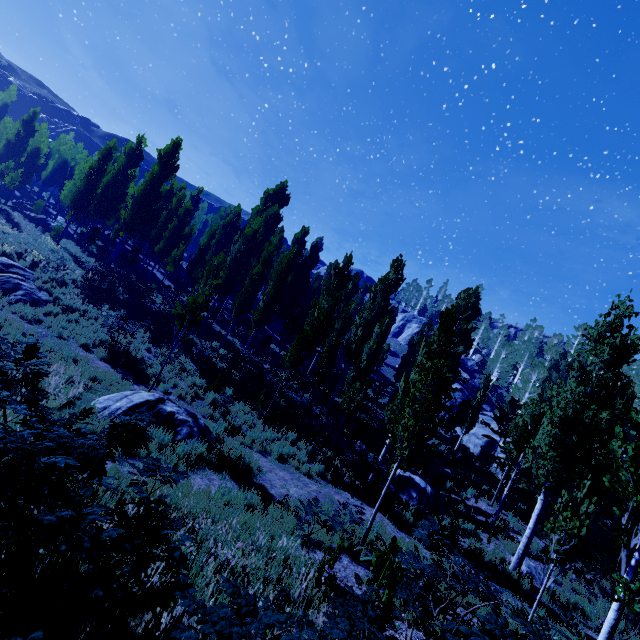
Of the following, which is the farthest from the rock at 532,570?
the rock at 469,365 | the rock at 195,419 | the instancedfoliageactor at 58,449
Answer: the rock at 469,365

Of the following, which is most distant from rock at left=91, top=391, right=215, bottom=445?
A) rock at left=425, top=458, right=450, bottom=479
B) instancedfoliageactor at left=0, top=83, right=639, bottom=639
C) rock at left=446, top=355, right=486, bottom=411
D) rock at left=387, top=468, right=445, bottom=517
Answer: rock at left=446, top=355, right=486, bottom=411

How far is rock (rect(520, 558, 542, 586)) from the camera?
11.9 meters

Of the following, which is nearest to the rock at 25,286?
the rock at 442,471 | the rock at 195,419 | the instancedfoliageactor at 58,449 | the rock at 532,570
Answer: the instancedfoliageactor at 58,449

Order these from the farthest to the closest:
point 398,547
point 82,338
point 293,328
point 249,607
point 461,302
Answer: point 461,302 → point 293,328 → point 82,338 → point 398,547 → point 249,607

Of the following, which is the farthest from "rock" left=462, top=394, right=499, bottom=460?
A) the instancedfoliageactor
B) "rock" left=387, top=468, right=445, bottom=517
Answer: "rock" left=387, top=468, right=445, bottom=517

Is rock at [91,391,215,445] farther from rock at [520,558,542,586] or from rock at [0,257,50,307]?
rock at [520,558,542,586]

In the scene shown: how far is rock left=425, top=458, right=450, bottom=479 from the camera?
19.8m
